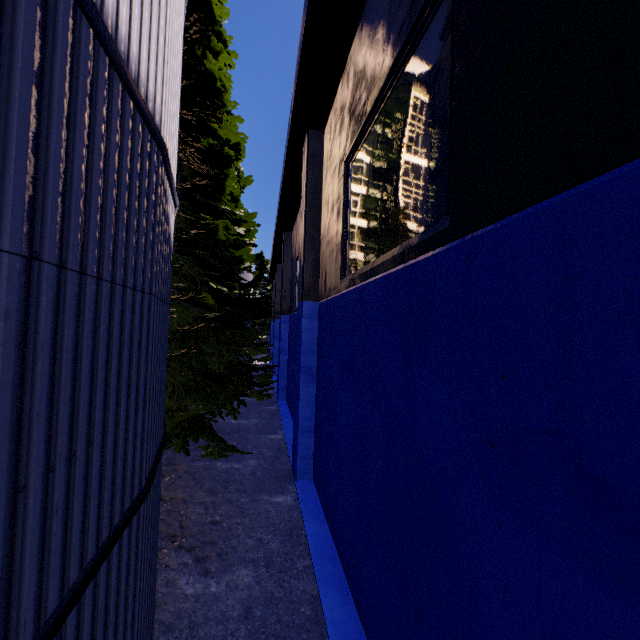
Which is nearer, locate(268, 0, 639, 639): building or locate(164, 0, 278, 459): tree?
locate(268, 0, 639, 639): building

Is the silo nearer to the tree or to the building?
the tree

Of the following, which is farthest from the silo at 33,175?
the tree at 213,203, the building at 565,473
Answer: the building at 565,473

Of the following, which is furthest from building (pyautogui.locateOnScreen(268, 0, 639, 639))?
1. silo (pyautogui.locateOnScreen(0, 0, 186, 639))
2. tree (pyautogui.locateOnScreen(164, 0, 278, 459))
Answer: silo (pyautogui.locateOnScreen(0, 0, 186, 639))

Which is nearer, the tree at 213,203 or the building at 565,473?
the building at 565,473

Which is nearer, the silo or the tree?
the silo

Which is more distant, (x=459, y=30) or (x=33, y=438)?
(x=459, y=30)
